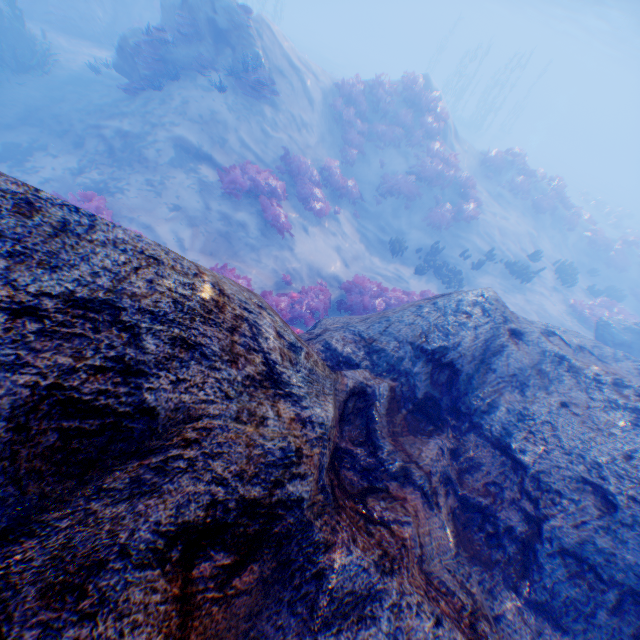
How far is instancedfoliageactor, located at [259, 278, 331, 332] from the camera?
8.8m

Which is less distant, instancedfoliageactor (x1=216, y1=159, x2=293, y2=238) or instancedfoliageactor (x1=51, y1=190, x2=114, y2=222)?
instancedfoliageactor (x1=51, y1=190, x2=114, y2=222)

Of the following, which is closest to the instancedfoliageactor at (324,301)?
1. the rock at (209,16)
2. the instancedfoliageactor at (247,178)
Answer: the rock at (209,16)

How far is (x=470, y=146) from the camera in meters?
20.3 m

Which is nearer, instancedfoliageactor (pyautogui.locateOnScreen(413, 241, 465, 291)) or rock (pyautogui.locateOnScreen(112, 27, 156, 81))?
rock (pyautogui.locateOnScreen(112, 27, 156, 81))

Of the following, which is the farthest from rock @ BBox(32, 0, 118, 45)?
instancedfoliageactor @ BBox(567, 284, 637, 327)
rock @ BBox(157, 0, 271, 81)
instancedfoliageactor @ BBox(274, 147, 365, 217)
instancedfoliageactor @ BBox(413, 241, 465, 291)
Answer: instancedfoliageactor @ BBox(567, 284, 637, 327)

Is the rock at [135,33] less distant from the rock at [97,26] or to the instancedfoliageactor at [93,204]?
the instancedfoliageactor at [93,204]

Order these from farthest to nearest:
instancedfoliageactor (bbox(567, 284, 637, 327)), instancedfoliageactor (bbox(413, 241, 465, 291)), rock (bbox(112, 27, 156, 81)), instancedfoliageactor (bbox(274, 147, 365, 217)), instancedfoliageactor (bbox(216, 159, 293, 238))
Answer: instancedfoliageactor (bbox(567, 284, 637, 327)) → instancedfoliageactor (bbox(413, 241, 465, 291)) → instancedfoliageactor (bbox(274, 147, 365, 217)) → rock (bbox(112, 27, 156, 81)) → instancedfoliageactor (bbox(216, 159, 293, 238))
